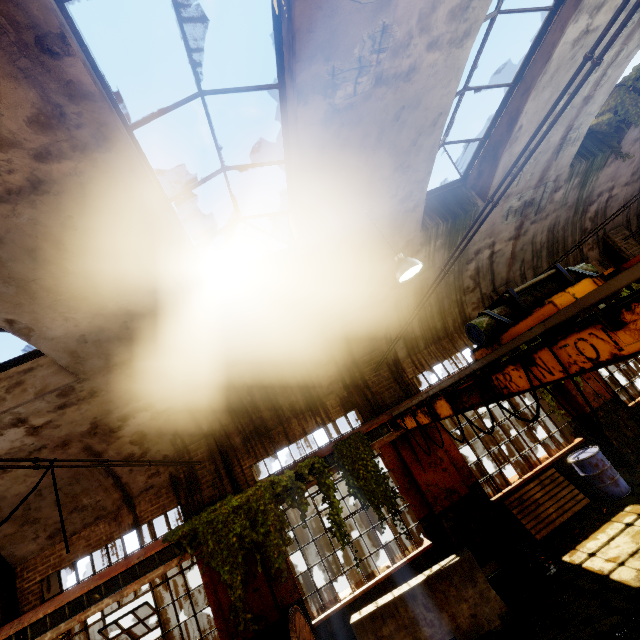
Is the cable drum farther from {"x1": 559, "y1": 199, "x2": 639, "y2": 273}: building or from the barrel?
the barrel

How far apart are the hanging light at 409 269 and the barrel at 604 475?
6.12m

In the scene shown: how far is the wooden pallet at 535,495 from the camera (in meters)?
7.39

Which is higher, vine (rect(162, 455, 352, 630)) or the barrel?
vine (rect(162, 455, 352, 630))

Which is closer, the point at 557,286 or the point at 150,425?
the point at 557,286

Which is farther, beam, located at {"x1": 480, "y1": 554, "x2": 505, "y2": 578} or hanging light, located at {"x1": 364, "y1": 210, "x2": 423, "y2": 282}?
beam, located at {"x1": 480, "y1": 554, "x2": 505, "y2": 578}

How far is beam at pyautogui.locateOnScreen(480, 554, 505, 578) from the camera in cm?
695

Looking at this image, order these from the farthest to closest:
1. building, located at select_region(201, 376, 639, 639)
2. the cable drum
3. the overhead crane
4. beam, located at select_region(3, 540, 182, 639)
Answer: building, located at select_region(201, 376, 639, 639), beam, located at select_region(3, 540, 182, 639), the cable drum, the overhead crane
